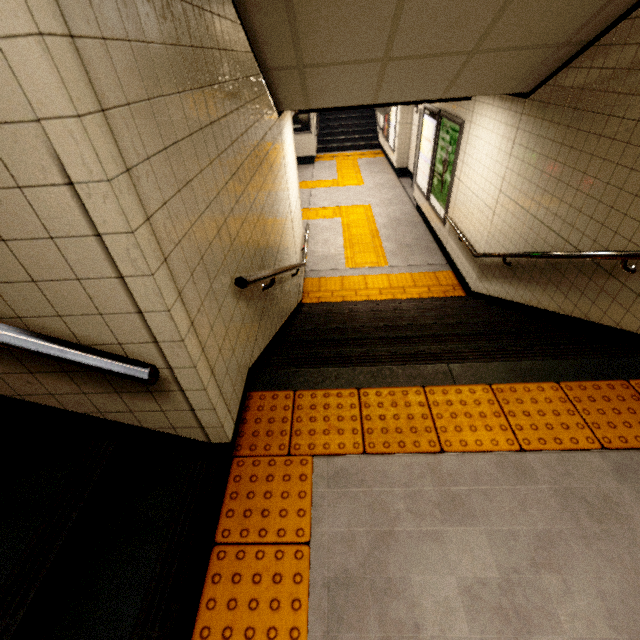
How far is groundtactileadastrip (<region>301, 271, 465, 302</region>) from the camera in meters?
5.8

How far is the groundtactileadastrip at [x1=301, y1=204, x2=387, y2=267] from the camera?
6.9 meters

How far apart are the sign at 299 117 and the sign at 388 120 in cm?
296

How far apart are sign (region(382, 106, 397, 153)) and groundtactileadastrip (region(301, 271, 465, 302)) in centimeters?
666cm

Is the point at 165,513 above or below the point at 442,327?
above

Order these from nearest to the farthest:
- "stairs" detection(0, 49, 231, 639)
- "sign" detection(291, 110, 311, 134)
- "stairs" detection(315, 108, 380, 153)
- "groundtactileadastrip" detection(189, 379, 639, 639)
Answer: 1. "stairs" detection(0, 49, 231, 639)
2. "groundtactileadastrip" detection(189, 379, 639, 639)
3. "sign" detection(291, 110, 311, 134)
4. "stairs" detection(315, 108, 380, 153)

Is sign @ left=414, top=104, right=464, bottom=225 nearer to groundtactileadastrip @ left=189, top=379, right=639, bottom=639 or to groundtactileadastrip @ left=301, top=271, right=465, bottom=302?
groundtactileadastrip @ left=301, top=271, right=465, bottom=302

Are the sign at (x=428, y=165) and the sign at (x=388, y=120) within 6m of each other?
yes
